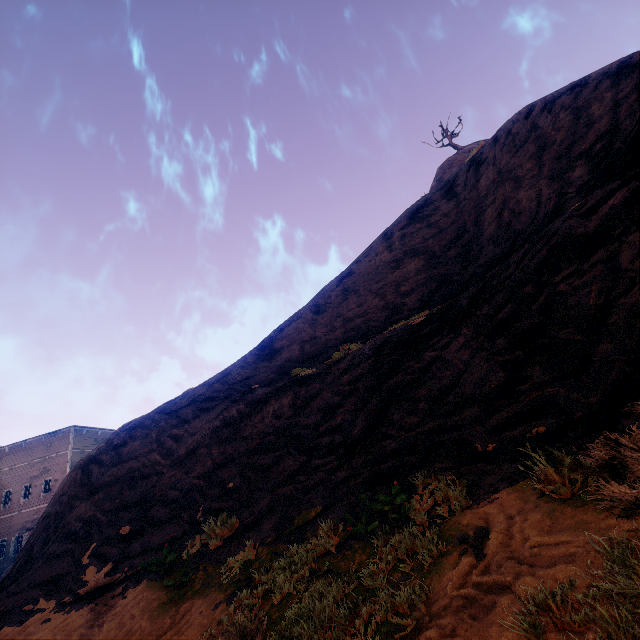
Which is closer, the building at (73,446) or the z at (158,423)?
the z at (158,423)

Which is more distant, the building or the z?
the building

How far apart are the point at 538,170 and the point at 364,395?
8.1m
